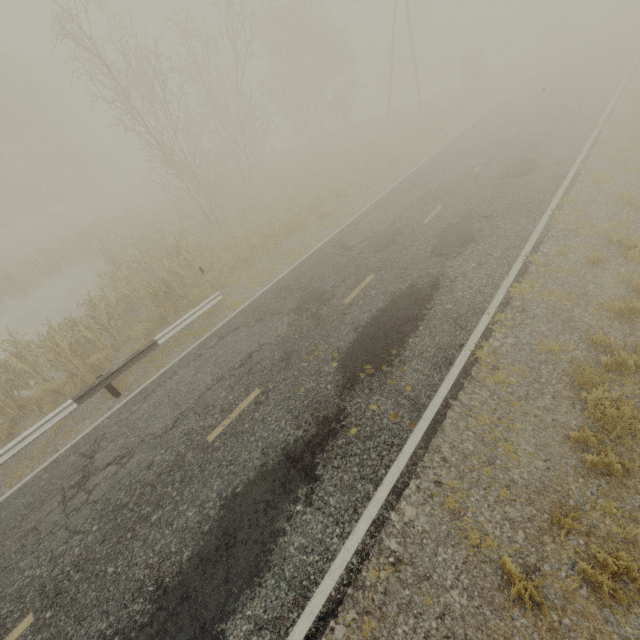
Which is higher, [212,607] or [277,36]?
[277,36]
